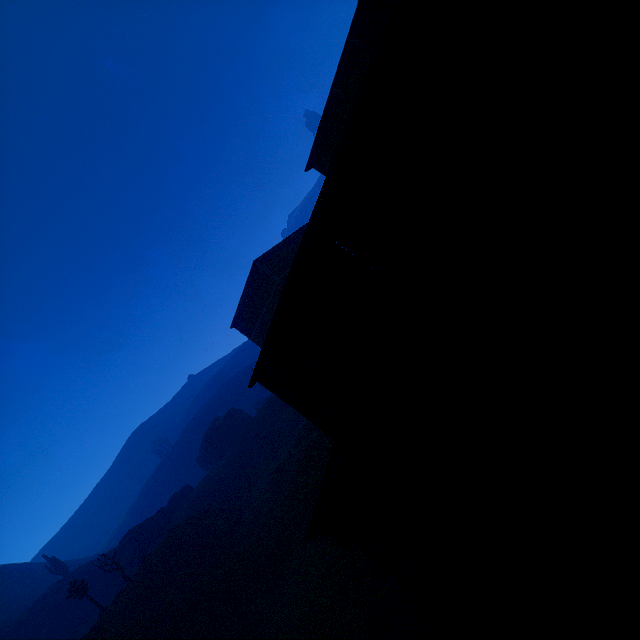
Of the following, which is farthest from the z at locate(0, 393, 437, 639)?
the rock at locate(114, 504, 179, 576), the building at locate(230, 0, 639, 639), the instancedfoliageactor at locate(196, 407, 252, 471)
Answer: the instancedfoliageactor at locate(196, 407, 252, 471)

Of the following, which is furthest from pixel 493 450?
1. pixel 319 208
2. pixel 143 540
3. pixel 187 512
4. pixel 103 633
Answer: pixel 143 540

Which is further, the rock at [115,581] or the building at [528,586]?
the rock at [115,581]

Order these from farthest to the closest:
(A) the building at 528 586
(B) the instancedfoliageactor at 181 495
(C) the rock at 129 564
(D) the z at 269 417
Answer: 1. (B) the instancedfoliageactor at 181 495
2. (C) the rock at 129 564
3. (D) the z at 269 417
4. (A) the building at 528 586

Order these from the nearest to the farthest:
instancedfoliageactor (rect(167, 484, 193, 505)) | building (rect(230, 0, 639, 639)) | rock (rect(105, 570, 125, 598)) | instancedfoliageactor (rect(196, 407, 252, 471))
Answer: building (rect(230, 0, 639, 639)), rock (rect(105, 570, 125, 598)), instancedfoliageactor (rect(167, 484, 193, 505)), instancedfoliageactor (rect(196, 407, 252, 471))

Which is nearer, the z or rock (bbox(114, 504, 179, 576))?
the z

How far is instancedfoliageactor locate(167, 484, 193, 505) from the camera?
45.81m

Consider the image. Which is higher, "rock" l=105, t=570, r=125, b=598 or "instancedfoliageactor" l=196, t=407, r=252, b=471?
"instancedfoliageactor" l=196, t=407, r=252, b=471
